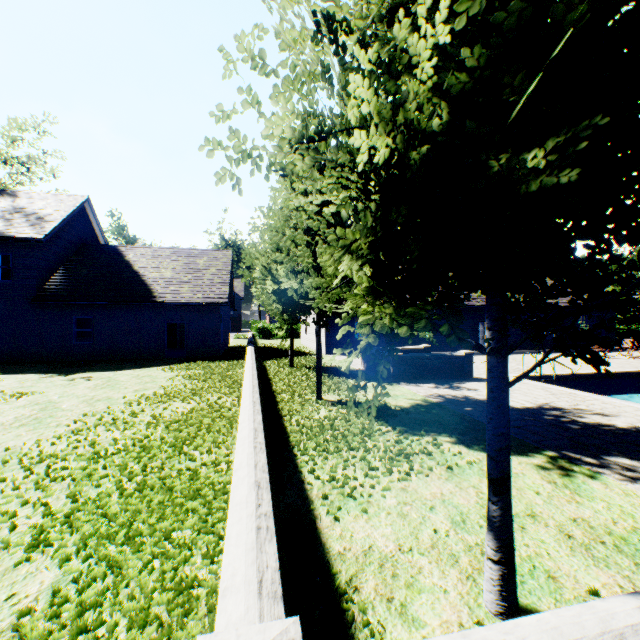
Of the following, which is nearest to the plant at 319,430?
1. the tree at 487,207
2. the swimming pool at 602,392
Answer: the tree at 487,207

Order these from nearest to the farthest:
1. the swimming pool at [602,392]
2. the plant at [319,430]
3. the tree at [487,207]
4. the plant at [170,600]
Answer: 1. the tree at [487,207]
2. the plant at [170,600]
3. the plant at [319,430]
4. the swimming pool at [602,392]

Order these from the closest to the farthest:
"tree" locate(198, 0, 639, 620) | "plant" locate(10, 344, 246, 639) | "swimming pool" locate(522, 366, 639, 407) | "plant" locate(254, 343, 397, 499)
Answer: "tree" locate(198, 0, 639, 620) → "plant" locate(10, 344, 246, 639) → "plant" locate(254, 343, 397, 499) → "swimming pool" locate(522, 366, 639, 407)

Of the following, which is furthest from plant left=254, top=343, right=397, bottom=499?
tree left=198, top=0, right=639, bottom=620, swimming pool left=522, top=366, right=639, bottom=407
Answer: swimming pool left=522, top=366, right=639, bottom=407

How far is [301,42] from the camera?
1.9m
